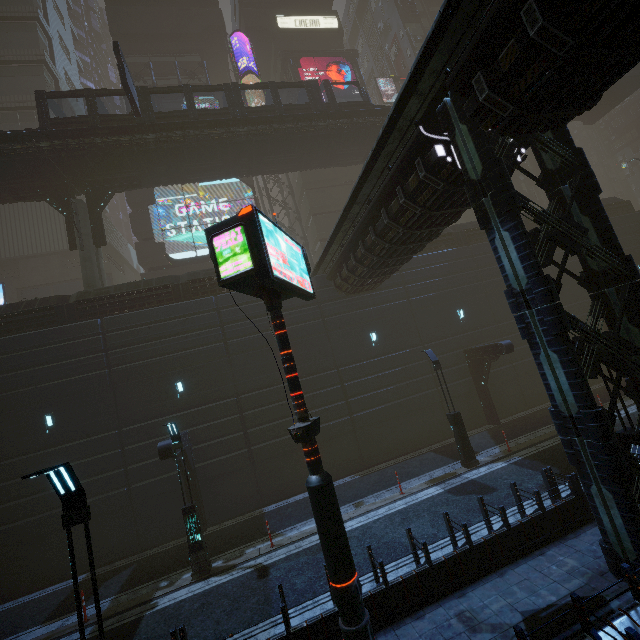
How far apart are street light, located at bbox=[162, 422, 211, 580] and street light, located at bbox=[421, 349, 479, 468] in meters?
A: 11.3 m

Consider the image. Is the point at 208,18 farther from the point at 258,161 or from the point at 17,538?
the point at 17,538

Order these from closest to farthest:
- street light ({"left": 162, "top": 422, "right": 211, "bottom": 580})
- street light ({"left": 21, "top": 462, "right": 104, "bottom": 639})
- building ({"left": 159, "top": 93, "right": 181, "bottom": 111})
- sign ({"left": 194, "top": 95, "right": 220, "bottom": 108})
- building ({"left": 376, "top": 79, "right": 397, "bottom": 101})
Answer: street light ({"left": 21, "top": 462, "right": 104, "bottom": 639}) → street light ({"left": 162, "top": 422, "right": 211, "bottom": 580}) → sign ({"left": 194, "top": 95, "right": 220, "bottom": 108}) → building ({"left": 159, "top": 93, "right": 181, "bottom": 111}) → building ({"left": 376, "top": 79, "right": 397, "bottom": 101})

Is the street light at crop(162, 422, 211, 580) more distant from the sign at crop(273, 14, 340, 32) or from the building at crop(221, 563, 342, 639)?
the sign at crop(273, 14, 340, 32)

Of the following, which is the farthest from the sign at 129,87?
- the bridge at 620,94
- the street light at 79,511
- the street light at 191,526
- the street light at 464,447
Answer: the bridge at 620,94

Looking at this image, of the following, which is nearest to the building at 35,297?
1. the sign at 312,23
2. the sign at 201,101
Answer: the sign at 312,23

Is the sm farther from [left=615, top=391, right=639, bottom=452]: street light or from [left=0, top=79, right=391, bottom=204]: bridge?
[left=615, top=391, right=639, bottom=452]: street light

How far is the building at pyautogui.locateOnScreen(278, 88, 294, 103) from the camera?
37.31m
